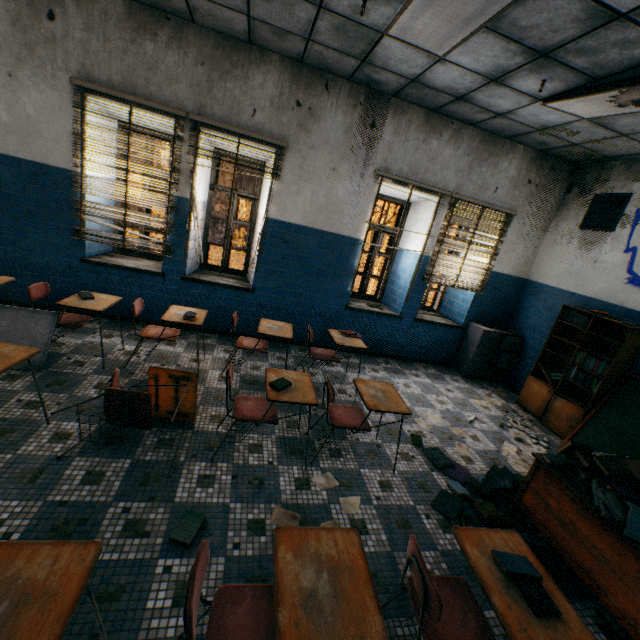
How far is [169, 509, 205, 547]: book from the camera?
2.1m

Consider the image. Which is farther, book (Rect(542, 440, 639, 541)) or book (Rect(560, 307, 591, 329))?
book (Rect(560, 307, 591, 329))

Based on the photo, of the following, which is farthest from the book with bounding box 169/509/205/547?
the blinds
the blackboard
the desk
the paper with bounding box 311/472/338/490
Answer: the blackboard

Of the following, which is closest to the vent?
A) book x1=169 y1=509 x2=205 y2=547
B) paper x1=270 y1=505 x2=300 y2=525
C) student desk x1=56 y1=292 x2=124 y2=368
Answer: paper x1=270 y1=505 x2=300 y2=525

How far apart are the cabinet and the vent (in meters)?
1.99

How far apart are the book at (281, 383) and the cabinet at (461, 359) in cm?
431

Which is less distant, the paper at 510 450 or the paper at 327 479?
the paper at 327 479

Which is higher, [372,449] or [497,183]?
[497,183]
